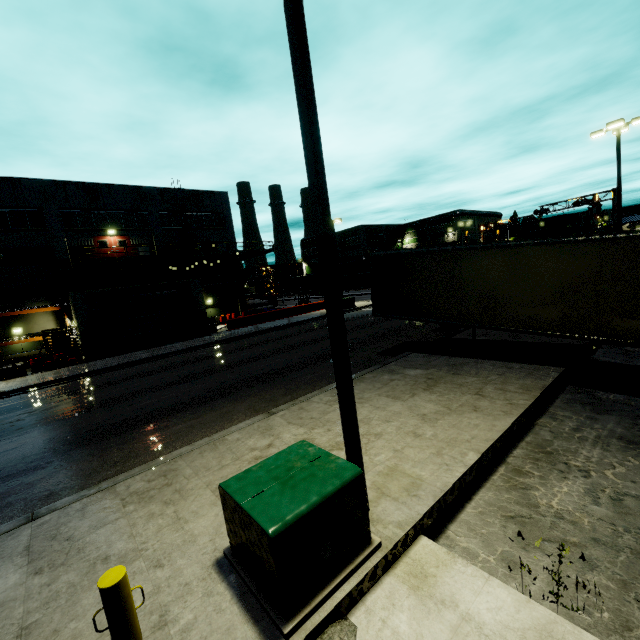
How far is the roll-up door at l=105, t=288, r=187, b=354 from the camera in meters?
24.0 m

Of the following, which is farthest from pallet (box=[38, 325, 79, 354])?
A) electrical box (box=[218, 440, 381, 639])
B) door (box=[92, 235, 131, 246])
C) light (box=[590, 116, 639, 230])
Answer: light (box=[590, 116, 639, 230])

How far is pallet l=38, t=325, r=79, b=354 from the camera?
22.56m

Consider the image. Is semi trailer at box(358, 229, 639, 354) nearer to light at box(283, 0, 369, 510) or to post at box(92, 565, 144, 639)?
light at box(283, 0, 369, 510)

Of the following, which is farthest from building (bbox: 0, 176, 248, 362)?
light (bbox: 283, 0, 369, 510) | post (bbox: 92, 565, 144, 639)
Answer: post (bbox: 92, 565, 144, 639)

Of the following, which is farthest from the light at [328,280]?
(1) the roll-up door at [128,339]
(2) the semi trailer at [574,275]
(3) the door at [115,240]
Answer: (3) the door at [115,240]

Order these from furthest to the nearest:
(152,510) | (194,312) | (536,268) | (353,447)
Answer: (194,312), (536,268), (152,510), (353,447)

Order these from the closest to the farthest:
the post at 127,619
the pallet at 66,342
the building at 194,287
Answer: the post at 127,619
the pallet at 66,342
the building at 194,287
